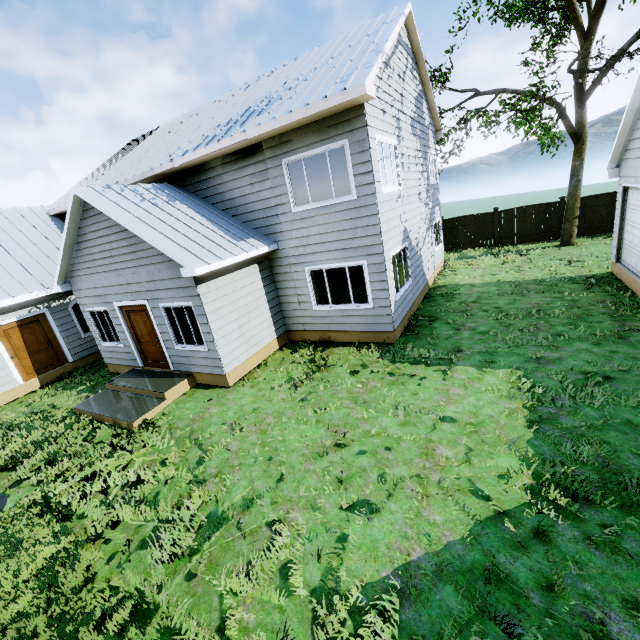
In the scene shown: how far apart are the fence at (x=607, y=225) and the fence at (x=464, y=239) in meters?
3.7

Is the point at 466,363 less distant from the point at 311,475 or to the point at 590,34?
the point at 311,475

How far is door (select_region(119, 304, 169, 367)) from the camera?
9.5 meters

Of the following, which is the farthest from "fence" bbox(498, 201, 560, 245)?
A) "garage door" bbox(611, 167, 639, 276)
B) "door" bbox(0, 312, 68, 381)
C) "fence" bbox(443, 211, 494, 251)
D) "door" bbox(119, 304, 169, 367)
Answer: "door" bbox(0, 312, 68, 381)

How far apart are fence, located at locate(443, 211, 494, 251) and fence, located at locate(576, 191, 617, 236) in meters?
3.7 m

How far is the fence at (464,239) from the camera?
19.0 meters

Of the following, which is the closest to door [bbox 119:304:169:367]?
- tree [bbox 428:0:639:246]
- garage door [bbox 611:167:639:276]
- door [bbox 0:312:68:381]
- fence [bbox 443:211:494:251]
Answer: door [bbox 0:312:68:381]

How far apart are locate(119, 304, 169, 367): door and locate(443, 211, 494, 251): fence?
17.4 meters
